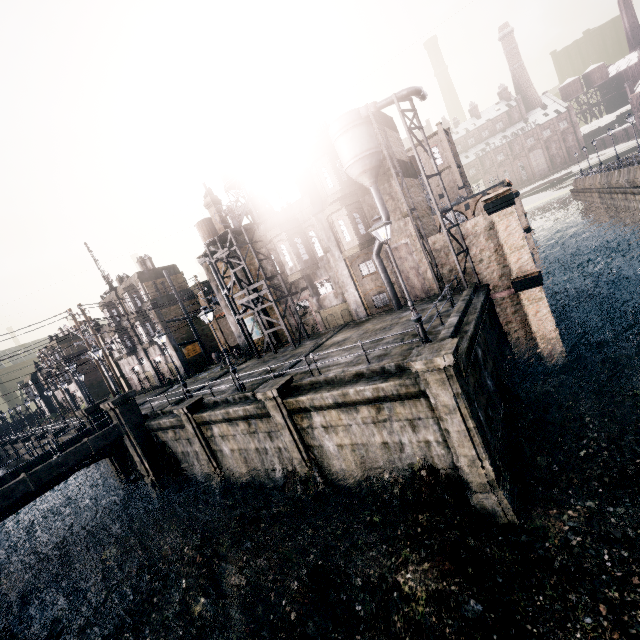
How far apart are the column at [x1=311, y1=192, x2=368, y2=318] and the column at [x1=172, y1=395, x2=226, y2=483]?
13.4 meters

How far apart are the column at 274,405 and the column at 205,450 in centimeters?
689cm

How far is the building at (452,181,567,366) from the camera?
19.8m

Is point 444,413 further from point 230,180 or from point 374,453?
point 230,180

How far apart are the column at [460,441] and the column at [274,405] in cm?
691

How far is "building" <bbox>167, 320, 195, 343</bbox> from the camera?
40.06m

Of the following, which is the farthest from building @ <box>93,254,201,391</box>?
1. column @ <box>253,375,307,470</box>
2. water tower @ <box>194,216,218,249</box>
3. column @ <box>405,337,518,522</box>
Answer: column @ <box>405,337,518,522</box>
